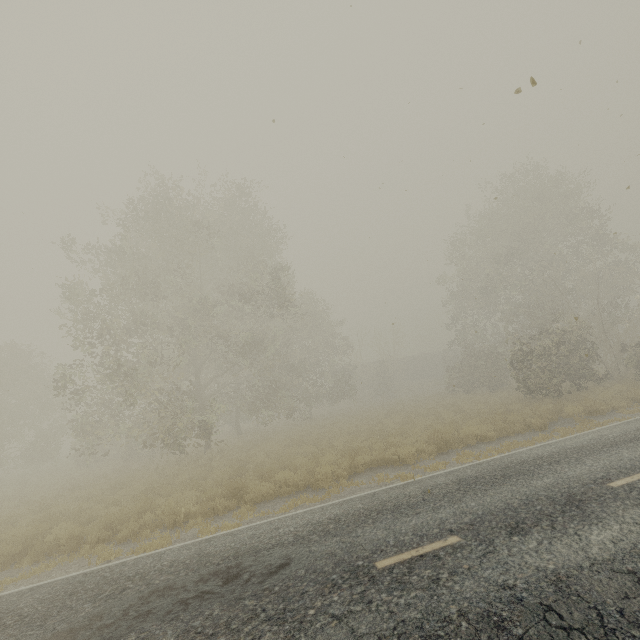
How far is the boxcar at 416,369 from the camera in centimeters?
4950cm

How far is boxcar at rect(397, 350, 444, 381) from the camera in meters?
49.5 m

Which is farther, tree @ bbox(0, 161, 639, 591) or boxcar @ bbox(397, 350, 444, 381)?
boxcar @ bbox(397, 350, 444, 381)

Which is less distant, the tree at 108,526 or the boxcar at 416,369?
the tree at 108,526

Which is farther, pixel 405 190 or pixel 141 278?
pixel 141 278
